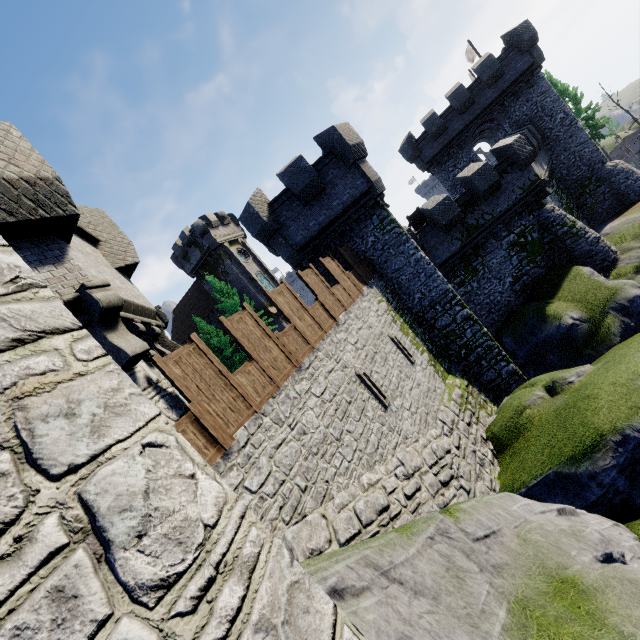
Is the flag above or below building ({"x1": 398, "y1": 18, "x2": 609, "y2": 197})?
above

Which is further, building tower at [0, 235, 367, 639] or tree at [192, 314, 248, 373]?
tree at [192, 314, 248, 373]

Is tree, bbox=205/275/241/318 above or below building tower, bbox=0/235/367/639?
above

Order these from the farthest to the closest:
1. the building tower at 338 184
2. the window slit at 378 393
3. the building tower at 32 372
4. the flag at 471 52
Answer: the flag at 471 52
the building tower at 338 184
the window slit at 378 393
the building tower at 32 372

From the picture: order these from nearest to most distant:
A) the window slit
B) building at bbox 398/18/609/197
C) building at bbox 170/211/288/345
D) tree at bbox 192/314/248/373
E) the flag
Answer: the window slit, building at bbox 398/18/609/197, the flag, tree at bbox 192/314/248/373, building at bbox 170/211/288/345

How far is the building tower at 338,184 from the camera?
15.0 meters

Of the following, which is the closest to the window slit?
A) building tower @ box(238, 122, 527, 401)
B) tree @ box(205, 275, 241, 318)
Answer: building tower @ box(238, 122, 527, 401)

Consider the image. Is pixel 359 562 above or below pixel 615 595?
above
